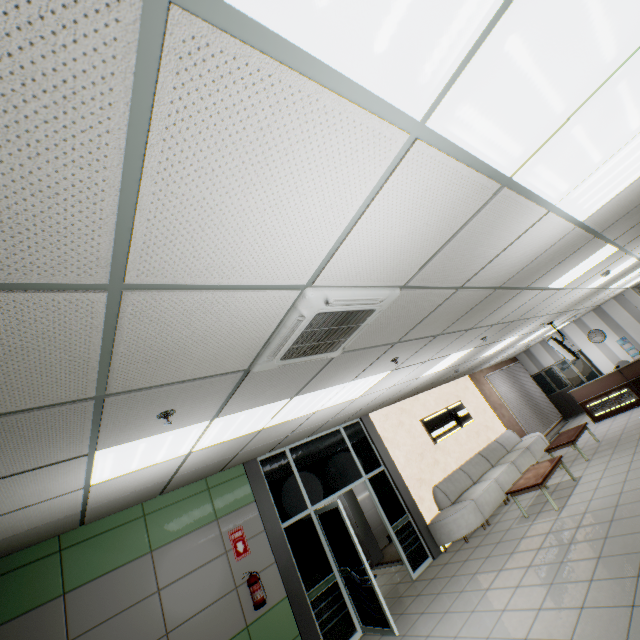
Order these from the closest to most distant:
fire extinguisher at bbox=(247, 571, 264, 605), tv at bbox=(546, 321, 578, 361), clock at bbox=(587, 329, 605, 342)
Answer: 1. fire extinguisher at bbox=(247, 571, 264, 605)
2. tv at bbox=(546, 321, 578, 361)
3. clock at bbox=(587, 329, 605, 342)

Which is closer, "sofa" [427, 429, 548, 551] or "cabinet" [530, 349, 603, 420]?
"sofa" [427, 429, 548, 551]

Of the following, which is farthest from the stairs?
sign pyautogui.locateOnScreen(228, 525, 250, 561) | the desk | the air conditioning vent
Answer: the air conditioning vent

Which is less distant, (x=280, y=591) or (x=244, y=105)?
(x=244, y=105)

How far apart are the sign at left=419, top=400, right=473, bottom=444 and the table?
2.1 meters

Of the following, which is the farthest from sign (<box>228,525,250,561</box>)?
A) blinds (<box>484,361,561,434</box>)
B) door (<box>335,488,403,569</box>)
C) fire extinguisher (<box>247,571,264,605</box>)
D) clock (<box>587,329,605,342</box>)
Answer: clock (<box>587,329,605,342</box>)

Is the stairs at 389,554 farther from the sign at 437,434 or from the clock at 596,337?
the clock at 596,337

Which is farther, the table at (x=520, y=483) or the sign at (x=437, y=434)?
the sign at (x=437, y=434)
